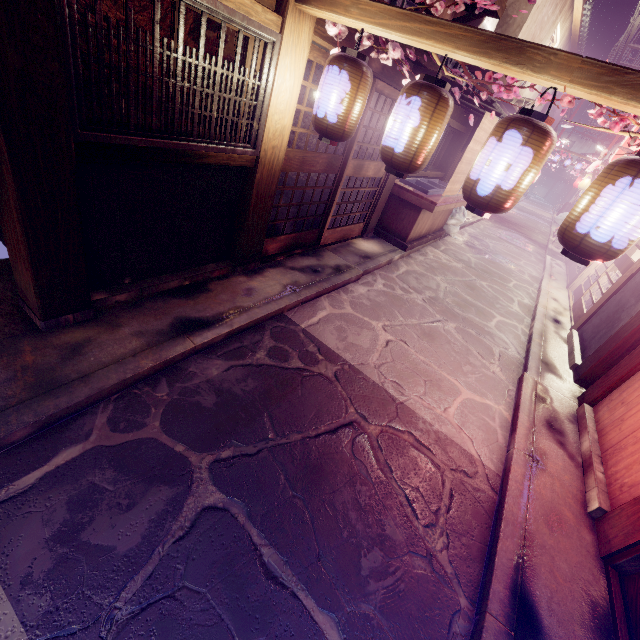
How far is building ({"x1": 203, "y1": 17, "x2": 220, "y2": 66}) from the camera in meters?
6.8 m

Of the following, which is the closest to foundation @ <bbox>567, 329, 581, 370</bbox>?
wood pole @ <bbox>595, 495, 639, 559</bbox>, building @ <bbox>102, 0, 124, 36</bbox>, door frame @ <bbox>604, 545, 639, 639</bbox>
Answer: wood pole @ <bbox>595, 495, 639, 559</bbox>

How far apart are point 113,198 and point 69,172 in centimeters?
105cm

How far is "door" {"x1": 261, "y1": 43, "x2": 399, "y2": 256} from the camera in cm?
772

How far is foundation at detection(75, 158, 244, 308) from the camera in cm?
524

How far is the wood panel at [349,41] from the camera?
7.2m

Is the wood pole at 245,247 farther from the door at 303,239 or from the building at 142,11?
the building at 142,11

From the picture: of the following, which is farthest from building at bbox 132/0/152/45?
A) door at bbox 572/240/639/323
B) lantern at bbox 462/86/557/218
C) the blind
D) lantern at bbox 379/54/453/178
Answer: door at bbox 572/240/639/323
